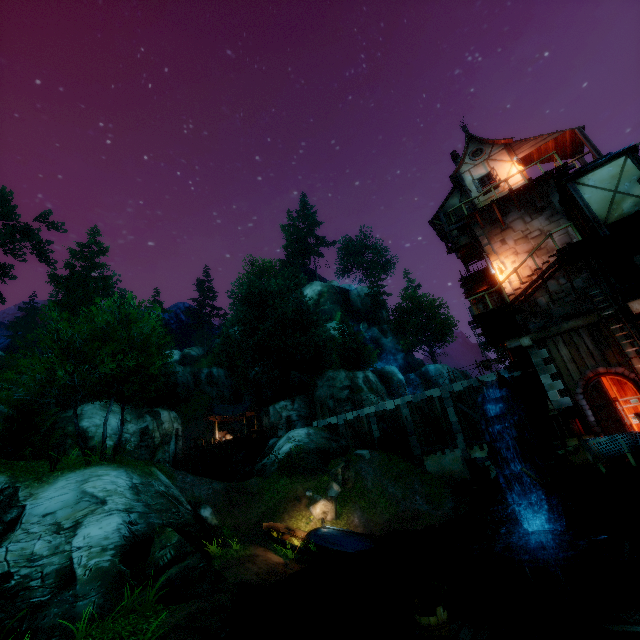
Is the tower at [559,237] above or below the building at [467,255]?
below

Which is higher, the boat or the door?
the door

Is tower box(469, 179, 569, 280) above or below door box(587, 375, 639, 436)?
above

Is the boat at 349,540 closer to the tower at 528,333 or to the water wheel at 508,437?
the water wheel at 508,437

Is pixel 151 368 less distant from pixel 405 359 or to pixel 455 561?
pixel 455 561

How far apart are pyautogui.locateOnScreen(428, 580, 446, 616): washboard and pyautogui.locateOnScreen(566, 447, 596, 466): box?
8.6 meters

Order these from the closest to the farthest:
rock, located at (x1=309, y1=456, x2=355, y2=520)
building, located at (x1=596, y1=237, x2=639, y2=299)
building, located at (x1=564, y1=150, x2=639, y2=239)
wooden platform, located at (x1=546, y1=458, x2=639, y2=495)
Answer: wooden platform, located at (x1=546, y1=458, x2=639, y2=495) → building, located at (x1=564, y1=150, x2=639, y2=239) → building, located at (x1=596, y1=237, x2=639, y2=299) → rock, located at (x1=309, y1=456, x2=355, y2=520)

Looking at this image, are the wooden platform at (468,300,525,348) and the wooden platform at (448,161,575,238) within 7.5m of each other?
yes
